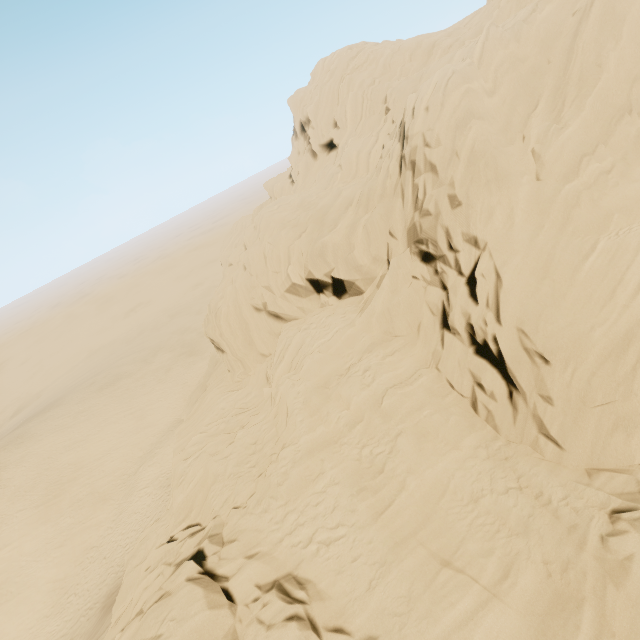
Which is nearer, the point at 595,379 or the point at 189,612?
the point at 189,612
